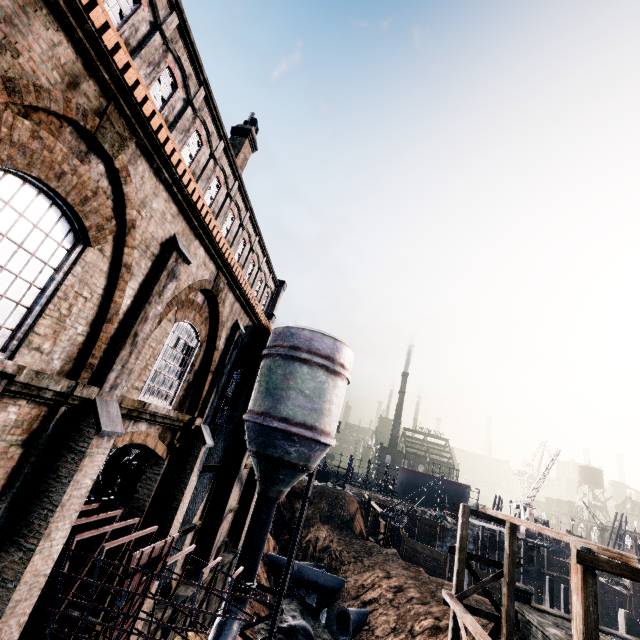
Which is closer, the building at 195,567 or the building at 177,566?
the building at 177,566

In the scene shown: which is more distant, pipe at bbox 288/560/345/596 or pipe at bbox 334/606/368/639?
pipe at bbox 288/560/345/596

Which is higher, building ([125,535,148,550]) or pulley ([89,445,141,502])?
pulley ([89,445,141,502])

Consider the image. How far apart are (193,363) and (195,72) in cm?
1445

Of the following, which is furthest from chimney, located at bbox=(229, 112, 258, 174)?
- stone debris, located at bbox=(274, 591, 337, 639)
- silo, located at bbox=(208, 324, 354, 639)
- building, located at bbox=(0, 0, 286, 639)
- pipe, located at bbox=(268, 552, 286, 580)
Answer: pipe, located at bbox=(268, 552, 286, 580)

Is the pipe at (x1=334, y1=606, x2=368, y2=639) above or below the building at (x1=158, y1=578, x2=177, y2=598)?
below

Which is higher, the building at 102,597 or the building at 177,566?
the building at 102,597

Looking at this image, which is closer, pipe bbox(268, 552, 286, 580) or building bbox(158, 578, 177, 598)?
building bbox(158, 578, 177, 598)
